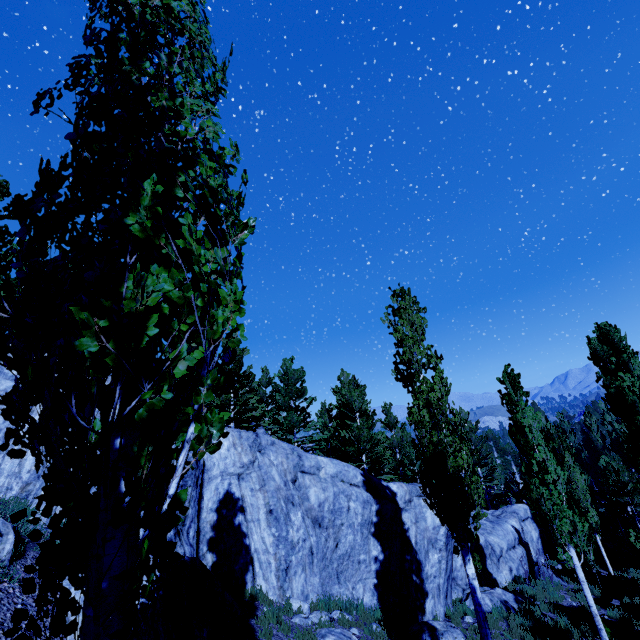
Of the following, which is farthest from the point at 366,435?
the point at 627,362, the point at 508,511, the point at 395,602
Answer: the point at 627,362

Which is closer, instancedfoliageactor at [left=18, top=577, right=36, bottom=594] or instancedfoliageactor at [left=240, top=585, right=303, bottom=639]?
instancedfoliageactor at [left=18, top=577, right=36, bottom=594]

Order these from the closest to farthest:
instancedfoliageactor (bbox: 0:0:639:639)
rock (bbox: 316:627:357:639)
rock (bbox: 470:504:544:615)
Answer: instancedfoliageactor (bbox: 0:0:639:639), rock (bbox: 316:627:357:639), rock (bbox: 470:504:544:615)

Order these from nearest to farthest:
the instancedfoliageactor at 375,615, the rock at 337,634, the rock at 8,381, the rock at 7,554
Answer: the rock at 7,554
the rock at 337,634
the rock at 8,381
the instancedfoliageactor at 375,615

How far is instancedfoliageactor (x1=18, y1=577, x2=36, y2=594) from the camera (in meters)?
1.60

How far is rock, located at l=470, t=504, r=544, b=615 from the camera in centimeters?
1363cm

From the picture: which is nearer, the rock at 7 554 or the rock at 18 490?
the rock at 7 554

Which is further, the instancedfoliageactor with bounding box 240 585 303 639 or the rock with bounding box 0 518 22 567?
the instancedfoliageactor with bounding box 240 585 303 639
